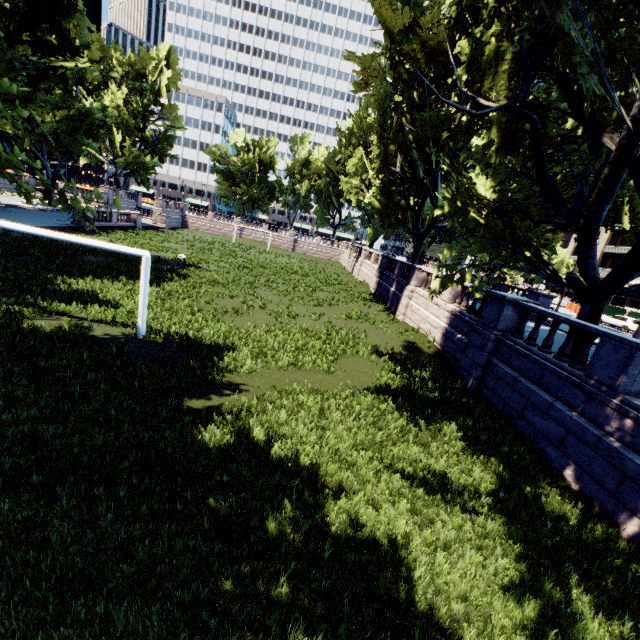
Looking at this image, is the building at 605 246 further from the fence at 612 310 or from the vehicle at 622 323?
the vehicle at 622 323

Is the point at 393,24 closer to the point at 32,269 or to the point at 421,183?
the point at 421,183

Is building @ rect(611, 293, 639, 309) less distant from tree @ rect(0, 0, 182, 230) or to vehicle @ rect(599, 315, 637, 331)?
tree @ rect(0, 0, 182, 230)

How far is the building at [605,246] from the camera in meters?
53.5

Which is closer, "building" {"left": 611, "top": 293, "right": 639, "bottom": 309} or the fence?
the fence

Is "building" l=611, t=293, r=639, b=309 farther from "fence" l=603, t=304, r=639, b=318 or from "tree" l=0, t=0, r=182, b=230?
"tree" l=0, t=0, r=182, b=230

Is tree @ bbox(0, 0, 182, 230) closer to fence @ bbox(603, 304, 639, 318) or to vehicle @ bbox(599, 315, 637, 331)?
vehicle @ bbox(599, 315, 637, 331)

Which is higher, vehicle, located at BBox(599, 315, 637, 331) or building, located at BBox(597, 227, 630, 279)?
building, located at BBox(597, 227, 630, 279)
